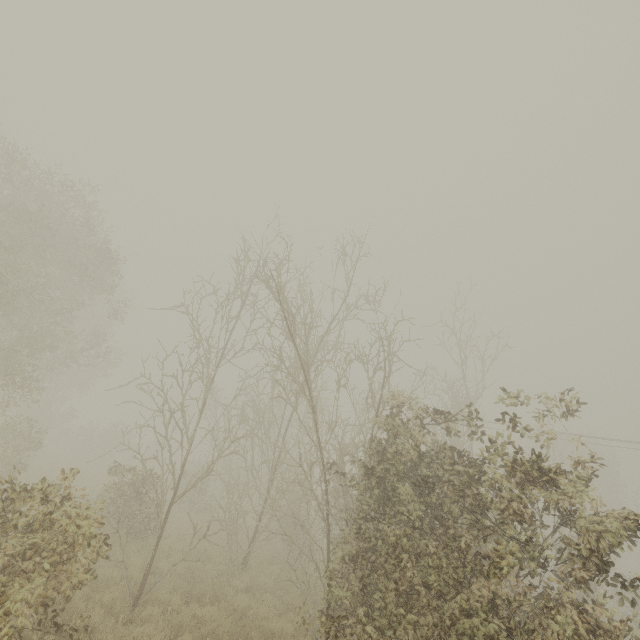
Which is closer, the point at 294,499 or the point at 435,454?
the point at 435,454
